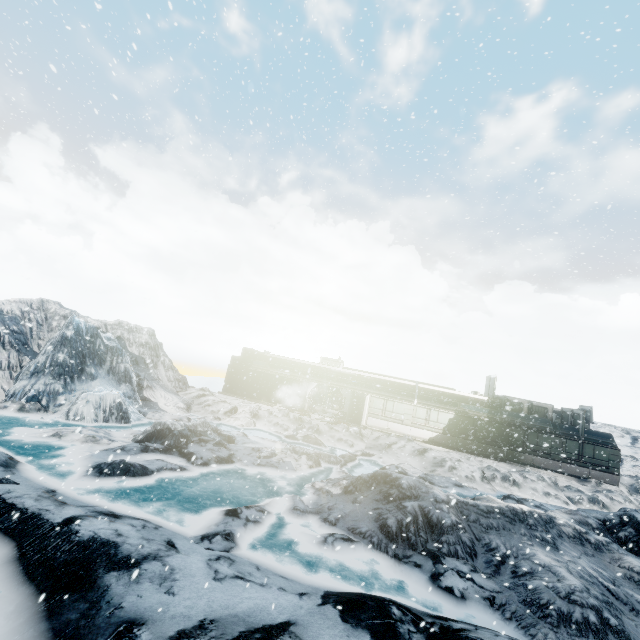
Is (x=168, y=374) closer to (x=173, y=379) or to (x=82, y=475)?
(x=173, y=379)
